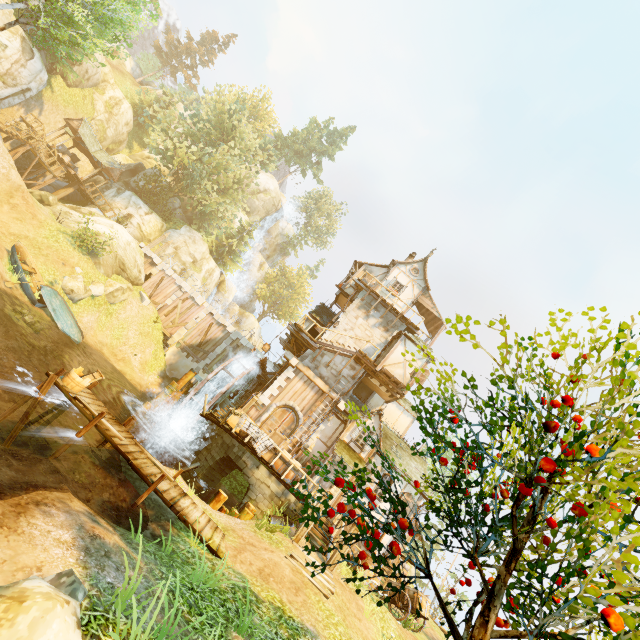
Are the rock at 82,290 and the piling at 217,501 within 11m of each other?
no

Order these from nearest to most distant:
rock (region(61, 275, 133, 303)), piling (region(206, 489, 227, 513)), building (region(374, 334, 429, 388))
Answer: piling (region(206, 489, 227, 513))
building (region(374, 334, 429, 388))
rock (region(61, 275, 133, 303))

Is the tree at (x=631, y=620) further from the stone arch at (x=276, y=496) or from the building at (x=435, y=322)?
the building at (x=435, y=322)

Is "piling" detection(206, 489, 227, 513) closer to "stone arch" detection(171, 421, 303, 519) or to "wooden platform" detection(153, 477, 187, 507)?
"stone arch" detection(171, 421, 303, 519)

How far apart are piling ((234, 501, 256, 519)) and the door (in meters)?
4.16

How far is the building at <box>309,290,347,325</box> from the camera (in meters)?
23.81

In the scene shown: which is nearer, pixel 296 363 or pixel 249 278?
pixel 296 363

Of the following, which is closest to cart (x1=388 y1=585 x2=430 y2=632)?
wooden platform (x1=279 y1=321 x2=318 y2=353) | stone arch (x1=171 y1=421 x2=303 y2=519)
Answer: stone arch (x1=171 y1=421 x2=303 y2=519)
